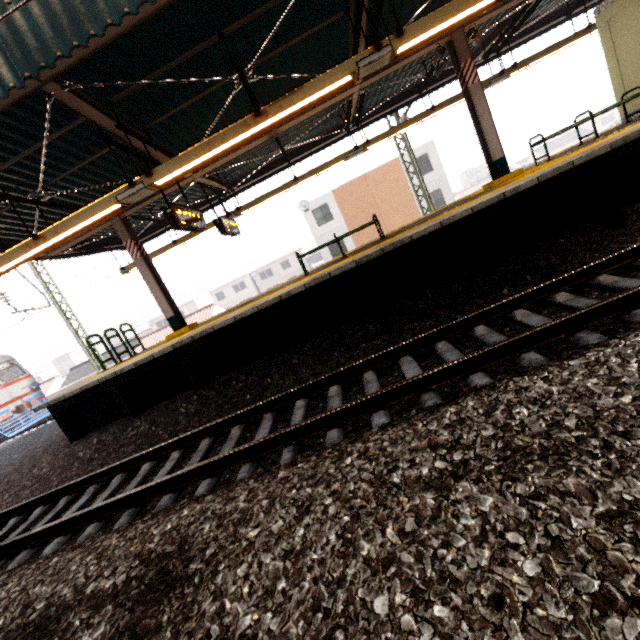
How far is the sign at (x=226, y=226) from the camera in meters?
9.6 m

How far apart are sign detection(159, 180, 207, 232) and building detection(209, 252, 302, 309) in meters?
45.8 m

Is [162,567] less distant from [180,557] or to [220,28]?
[180,557]

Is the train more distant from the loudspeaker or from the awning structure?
the loudspeaker

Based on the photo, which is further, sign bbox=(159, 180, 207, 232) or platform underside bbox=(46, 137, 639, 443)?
sign bbox=(159, 180, 207, 232)

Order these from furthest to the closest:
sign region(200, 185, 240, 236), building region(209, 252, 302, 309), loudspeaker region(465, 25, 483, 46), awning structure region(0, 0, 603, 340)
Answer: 1. building region(209, 252, 302, 309)
2. sign region(200, 185, 240, 236)
3. loudspeaker region(465, 25, 483, 46)
4. awning structure region(0, 0, 603, 340)

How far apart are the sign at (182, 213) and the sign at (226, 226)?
1.34m

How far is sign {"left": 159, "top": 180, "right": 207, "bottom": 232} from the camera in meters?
6.8
